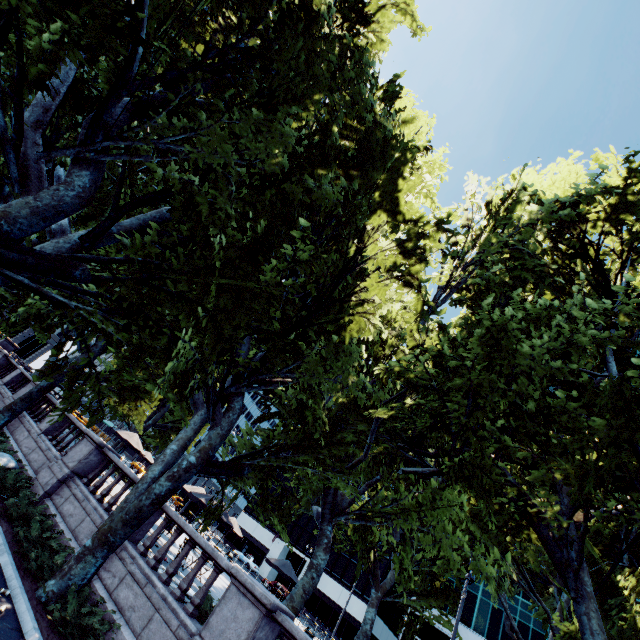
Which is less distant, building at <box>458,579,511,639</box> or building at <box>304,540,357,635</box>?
building at <box>458,579,511,639</box>

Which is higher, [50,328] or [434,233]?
[434,233]

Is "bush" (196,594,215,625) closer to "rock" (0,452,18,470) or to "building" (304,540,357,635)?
"rock" (0,452,18,470)

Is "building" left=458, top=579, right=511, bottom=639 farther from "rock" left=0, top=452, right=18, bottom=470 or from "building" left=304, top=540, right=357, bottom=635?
"rock" left=0, top=452, right=18, bottom=470

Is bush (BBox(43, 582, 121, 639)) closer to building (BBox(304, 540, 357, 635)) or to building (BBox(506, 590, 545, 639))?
building (BBox(506, 590, 545, 639))

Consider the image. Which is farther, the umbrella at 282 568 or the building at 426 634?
the building at 426 634

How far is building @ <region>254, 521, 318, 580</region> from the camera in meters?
56.0

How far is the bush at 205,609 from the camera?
8.7m
